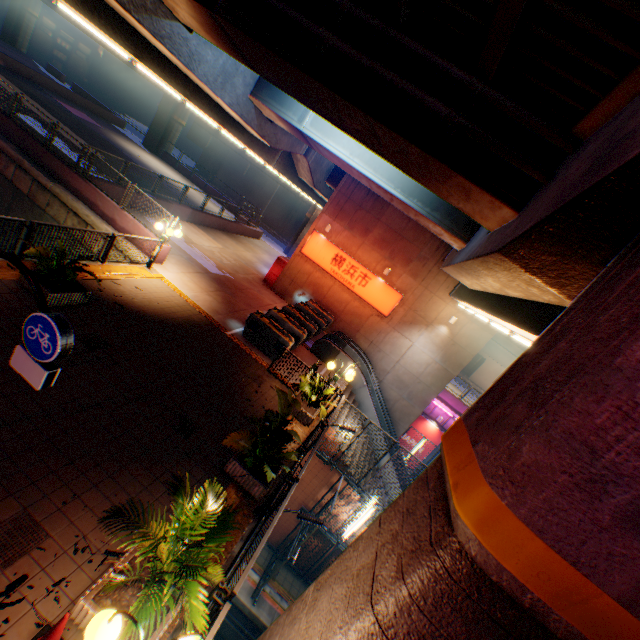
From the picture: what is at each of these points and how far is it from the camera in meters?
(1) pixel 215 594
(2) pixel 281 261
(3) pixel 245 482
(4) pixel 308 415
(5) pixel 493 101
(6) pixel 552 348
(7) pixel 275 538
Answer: (1) metal fence, 4.1
(2) vending machine, 20.8
(3) flower bed, 7.0
(4) flower bed, 10.3
(5) pipe, 5.1
(6) overpass support, 2.7
(7) steps, 13.3

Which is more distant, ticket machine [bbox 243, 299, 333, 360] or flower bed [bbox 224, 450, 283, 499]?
ticket machine [bbox 243, 299, 333, 360]

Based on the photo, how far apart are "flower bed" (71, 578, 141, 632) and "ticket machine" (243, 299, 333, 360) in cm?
986

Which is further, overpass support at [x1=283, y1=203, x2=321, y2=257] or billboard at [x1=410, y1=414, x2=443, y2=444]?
overpass support at [x1=283, y1=203, x2=321, y2=257]

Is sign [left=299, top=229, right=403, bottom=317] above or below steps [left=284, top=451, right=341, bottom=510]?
above

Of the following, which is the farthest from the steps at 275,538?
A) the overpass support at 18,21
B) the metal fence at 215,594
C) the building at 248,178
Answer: the building at 248,178

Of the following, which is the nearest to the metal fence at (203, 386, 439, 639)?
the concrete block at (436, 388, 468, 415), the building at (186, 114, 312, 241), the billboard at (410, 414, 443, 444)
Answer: the concrete block at (436, 388, 468, 415)

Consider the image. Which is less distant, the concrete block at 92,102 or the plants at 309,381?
the plants at 309,381
